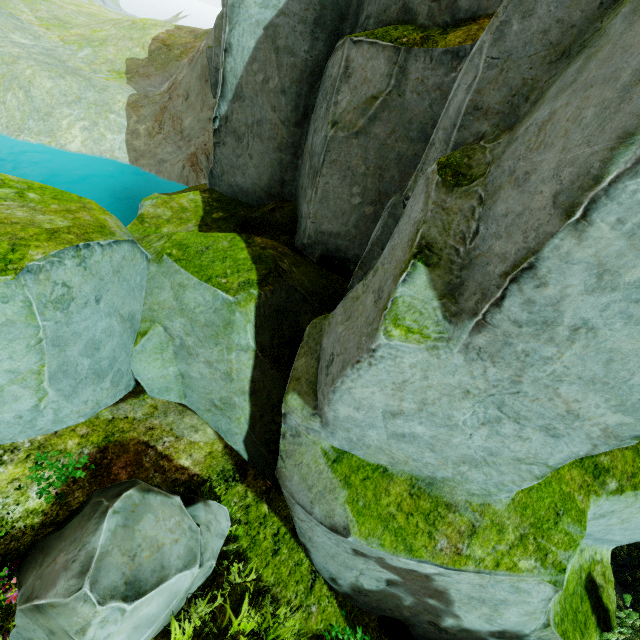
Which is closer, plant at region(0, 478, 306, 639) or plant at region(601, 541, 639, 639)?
plant at region(0, 478, 306, 639)

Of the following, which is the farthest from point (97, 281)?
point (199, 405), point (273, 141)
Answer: point (273, 141)

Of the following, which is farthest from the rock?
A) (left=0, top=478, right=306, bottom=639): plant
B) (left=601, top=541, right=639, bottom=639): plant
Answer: (left=0, top=478, right=306, bottom=639): plant

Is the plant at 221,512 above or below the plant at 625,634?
above

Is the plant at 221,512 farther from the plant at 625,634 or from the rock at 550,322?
the plant at 625,634

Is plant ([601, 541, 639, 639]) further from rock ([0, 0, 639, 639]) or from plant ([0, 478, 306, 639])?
plant ([0, 478, 306, 639])

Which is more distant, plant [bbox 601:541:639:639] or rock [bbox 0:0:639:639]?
plant [bbox 601:541:639:639]
